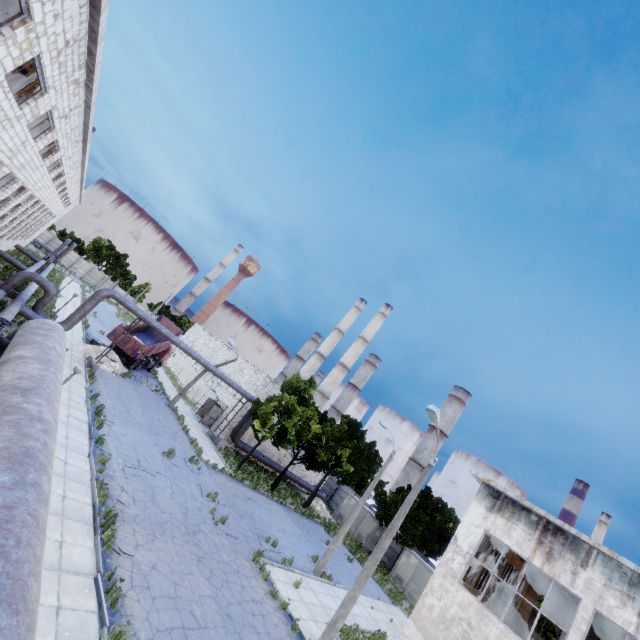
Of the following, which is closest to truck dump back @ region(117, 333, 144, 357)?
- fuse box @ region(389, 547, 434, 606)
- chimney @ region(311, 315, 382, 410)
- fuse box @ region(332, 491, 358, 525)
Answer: fuse box @ region(332, 491, 358, 525)

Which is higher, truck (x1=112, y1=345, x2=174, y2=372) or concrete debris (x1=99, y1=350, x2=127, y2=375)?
truck (x1=112, y1=345, x2=174, y2=372)

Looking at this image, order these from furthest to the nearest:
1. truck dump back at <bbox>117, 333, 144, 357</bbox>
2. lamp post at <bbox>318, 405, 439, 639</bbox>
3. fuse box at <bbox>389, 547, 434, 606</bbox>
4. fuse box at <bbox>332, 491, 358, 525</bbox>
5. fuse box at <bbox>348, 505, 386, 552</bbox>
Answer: fuse box at <bbox>332, 491, 358, 525</bbox>
fuse box at <bbox>348, 505, 386, 552</bbox>
fuse box at <bbox>389, 547, 434, 606</bbox>
truck dump back at <bbox>117, 333, 144, 357</bbox>
lamp post at <bbox>318, 405, 439, 639</bbox>

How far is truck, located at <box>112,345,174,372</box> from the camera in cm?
3030

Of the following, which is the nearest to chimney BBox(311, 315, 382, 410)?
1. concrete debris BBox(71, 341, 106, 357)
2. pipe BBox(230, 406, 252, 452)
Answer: pipe BBox(230, 406, 252, 452)

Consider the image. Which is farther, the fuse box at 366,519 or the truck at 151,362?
the fuse box at 366,519

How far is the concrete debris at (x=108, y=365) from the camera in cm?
2573

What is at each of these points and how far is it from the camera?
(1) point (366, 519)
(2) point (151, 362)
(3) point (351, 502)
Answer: (1) fuse box, 36.8 meters
(2) truck, 33.8 meters
(3) fuse box, 38.9 meters
